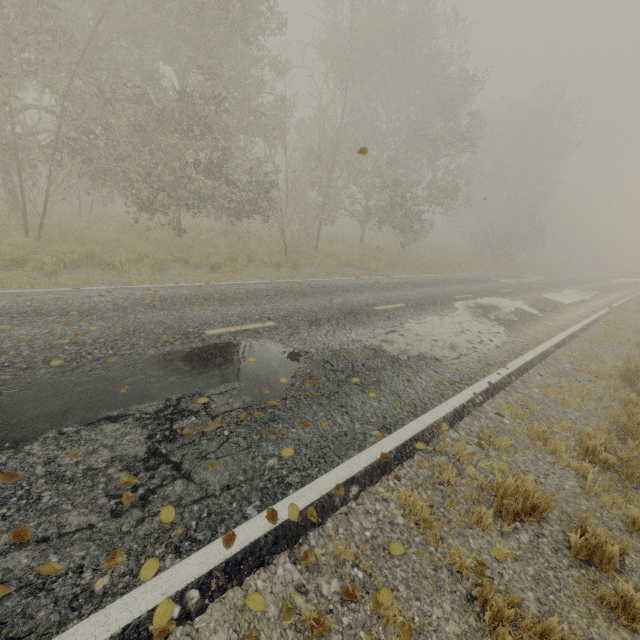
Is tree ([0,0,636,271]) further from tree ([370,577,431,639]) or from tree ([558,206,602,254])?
tree ([558,206,602,254])

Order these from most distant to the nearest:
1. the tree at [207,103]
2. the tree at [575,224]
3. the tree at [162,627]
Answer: the tree at [575,224], the tree at [207,103], the tree at [162,627]

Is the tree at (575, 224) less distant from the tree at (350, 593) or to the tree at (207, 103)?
the tree at (207, 103)

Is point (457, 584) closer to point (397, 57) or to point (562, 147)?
point (397, 57)

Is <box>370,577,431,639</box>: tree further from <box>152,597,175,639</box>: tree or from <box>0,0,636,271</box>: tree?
<box>0,0,636,271</box>: tree

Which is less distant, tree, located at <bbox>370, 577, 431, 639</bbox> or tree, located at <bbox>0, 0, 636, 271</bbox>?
tree, located at <bbox>370, 577, 431, 639</bbox>

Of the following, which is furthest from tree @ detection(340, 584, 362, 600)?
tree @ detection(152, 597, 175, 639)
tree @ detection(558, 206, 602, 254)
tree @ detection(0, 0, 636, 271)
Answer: tree @ detection(558, 206, 602, 254)
